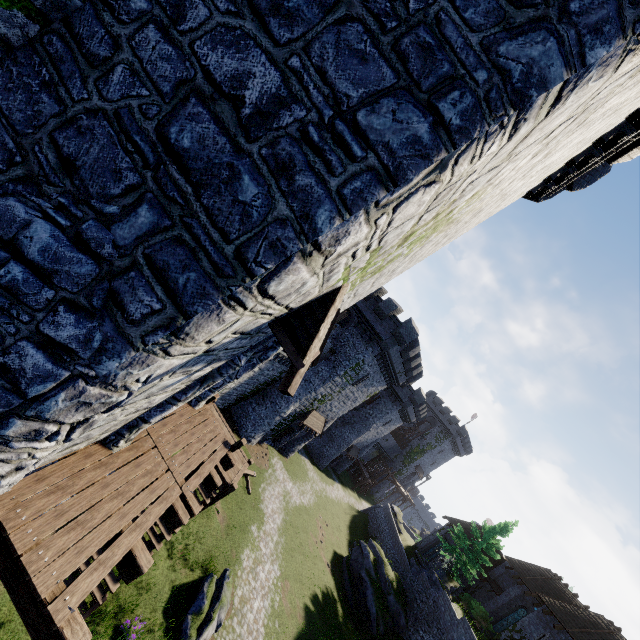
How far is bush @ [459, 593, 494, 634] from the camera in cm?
2888

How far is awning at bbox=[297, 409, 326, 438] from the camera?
29.06m

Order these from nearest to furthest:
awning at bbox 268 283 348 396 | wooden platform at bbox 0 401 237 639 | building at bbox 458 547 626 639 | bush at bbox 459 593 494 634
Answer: wooden platform at bbox 0 401 237 639 < awning at bbox 268 283 348 396 < building at bbox 458 547 626 639 < bush at bbox 459 593 494 634

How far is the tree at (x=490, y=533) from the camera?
30.44m

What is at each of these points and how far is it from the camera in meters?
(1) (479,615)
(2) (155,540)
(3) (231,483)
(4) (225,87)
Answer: (1) bush, 29.6
(2) stairs, 11.4
(3) stairs, 14.6
(4) building, 2.7

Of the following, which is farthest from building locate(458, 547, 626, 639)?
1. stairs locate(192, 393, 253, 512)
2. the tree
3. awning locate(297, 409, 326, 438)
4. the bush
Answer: stairs locate(192, 393, 253, 512)

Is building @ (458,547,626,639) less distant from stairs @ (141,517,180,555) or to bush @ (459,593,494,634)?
bush @ (459,593,494,634)

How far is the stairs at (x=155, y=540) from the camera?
11.23m
